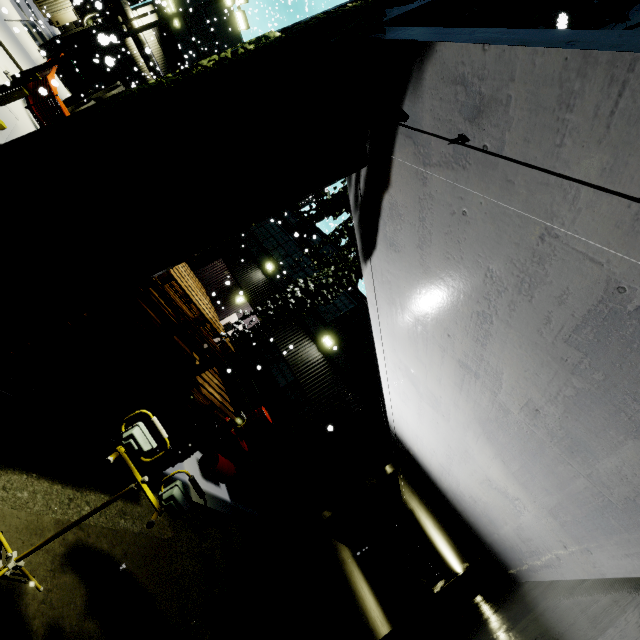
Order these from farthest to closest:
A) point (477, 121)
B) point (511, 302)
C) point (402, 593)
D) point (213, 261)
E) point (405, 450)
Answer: point (402, 593) → point (213, 261) → point (405, 450) → point (511, 302) → point (477, 121)

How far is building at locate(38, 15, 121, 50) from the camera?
23.7 meters

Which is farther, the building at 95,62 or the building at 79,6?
the building at 95,62

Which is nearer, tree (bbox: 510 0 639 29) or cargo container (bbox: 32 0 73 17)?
tree (bbox: 510 0 639 29)

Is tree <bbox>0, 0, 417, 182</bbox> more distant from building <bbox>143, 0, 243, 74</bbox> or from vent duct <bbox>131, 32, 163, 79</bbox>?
vent duct <bbox>131, 32, 163, 79</bbox>

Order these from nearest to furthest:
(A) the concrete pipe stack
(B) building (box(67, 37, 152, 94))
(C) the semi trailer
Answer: (A) the concrete pipe stack → (B) building (box(67, 37, 152, 94)) → (C) the semi trailer

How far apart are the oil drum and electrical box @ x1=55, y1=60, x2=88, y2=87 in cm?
2992

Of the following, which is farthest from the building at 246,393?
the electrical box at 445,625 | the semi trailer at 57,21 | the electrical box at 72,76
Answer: the semi trailer at 57,21
